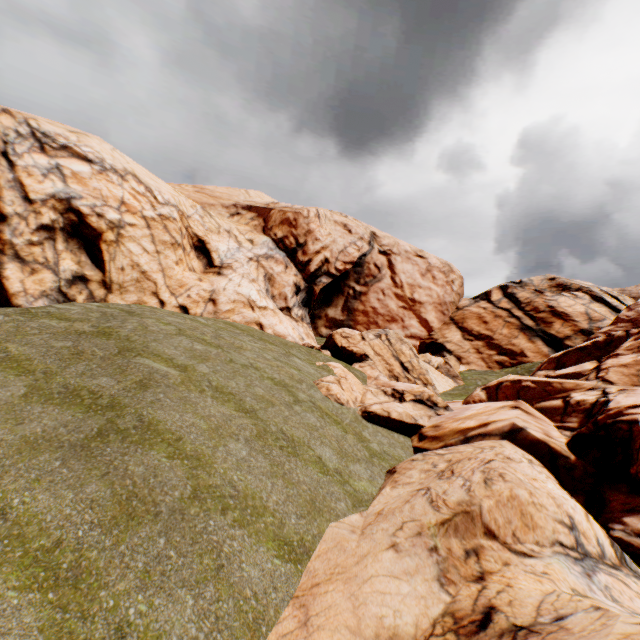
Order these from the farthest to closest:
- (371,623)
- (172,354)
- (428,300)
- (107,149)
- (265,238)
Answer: (428,300) < (265,238) < (107,149) < (172,354) < (371,623)
